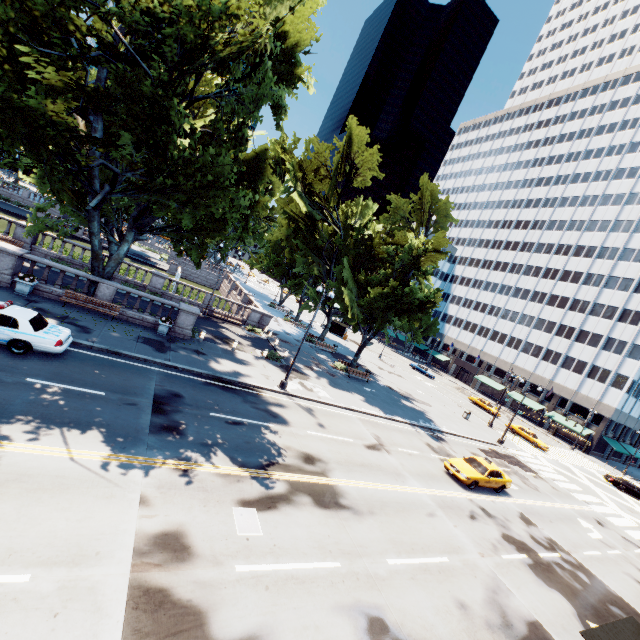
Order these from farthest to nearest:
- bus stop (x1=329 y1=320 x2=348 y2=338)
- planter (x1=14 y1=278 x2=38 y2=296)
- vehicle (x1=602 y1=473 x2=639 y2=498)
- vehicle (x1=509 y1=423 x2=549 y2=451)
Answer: bus stop (x1=329 y1=320 x2=348 y2=338)
vehicle (x1=509 y1=423 x2=549 y2=451)
vehicle (x1=602 y1=473 x2=639 y2=498)
planter (x1=14 y1=278 x2=38 y2=296)

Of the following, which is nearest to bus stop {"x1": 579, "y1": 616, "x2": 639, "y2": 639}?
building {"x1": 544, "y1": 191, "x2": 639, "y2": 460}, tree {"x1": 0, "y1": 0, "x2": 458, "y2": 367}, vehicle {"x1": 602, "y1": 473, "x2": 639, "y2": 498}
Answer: tree {"x1": 0, "y1": 0, "x2": 458, "y2": 367}

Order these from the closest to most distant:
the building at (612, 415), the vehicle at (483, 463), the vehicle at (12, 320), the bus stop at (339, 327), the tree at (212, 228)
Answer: the tree at (212, 228) → the vehicle at (12, 320) → the vehicle at (483, 463) → the building at (612, 415) → the bus stop at (339, 327)

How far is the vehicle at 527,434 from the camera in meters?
40.0

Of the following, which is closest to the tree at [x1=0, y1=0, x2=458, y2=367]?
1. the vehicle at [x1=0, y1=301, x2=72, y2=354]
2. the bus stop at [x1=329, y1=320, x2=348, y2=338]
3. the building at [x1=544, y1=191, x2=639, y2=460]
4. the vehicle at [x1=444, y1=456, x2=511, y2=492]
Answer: the building at [x1=544, y1=191, x2=639, y2=460]

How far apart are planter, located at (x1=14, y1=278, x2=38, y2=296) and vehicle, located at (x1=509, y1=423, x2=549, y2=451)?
51.60m

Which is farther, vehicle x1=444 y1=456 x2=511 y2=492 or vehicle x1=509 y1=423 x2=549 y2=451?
vehicle x1=509 y1=423 x2=549 y2=451

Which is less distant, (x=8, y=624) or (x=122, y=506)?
(x=8, y=624)
